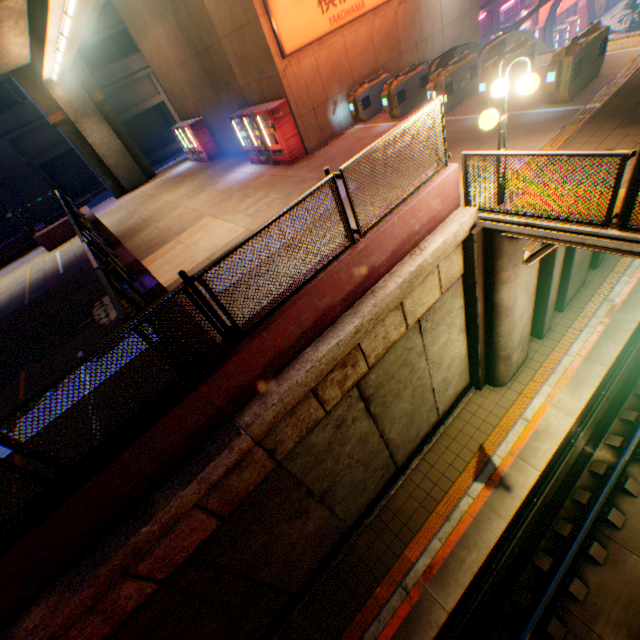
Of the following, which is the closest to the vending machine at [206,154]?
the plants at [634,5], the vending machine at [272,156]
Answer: the vending machine at [272,156]

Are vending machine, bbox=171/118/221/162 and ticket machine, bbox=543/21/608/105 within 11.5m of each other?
no

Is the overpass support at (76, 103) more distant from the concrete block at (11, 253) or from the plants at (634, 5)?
the plants at (634, 5)

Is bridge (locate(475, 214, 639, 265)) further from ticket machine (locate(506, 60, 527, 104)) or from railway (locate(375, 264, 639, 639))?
railway (locate(375, 264, 639, 639))

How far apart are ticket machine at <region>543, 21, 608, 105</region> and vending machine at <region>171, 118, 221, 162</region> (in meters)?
16.26

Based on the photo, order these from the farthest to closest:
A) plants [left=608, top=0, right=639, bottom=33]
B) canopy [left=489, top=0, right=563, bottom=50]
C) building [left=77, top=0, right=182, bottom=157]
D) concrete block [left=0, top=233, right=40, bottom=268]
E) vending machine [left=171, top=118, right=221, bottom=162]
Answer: building [left=77, top=0, right=182, bottom=157] < plants [left=608, top=0, right=639, bottom=33] < canopy [left=489, top=0, right=563, bottom=50] < concrete block [left=0, top=233, right=40, bottom=268] < vending machine [left=171, top=118, right=221, bottom=162]

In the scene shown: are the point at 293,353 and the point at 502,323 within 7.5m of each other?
yes

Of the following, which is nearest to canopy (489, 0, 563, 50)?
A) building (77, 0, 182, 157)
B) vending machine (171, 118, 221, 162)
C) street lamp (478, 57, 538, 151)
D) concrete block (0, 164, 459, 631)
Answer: vending machine (171, 118, 221, 162)
